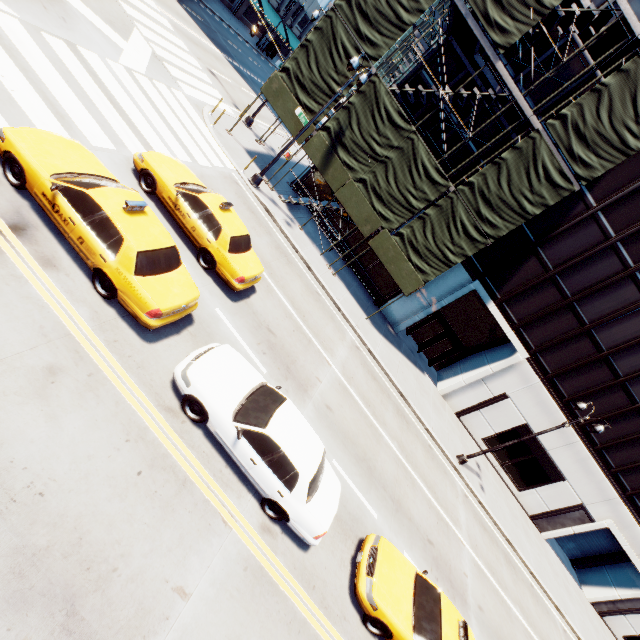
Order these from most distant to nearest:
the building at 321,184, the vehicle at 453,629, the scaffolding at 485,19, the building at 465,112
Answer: the building at 321,184 < the building at 465,112 < the scaffolding at 485,19 < the vehicle at 453,629

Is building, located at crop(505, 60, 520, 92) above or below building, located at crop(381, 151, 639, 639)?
above

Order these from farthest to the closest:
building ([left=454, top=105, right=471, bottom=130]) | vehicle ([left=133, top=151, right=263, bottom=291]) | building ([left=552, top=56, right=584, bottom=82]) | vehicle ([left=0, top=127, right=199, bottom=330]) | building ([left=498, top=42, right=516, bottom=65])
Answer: building ([left=454, top=105, right=471, bottom=130])
building ([left=498, top=42, right=516, bottom=65])
building ([left=552, top=56, right=584, bottom=82])
vehicle ([left=133, top=151, right=263, bottom=291])
vehicle ([left=0, top=127, right=199, bottom=330])

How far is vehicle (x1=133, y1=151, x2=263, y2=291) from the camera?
9.8m

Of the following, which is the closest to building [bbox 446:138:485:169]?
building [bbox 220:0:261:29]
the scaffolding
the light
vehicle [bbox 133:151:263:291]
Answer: the scaffolding

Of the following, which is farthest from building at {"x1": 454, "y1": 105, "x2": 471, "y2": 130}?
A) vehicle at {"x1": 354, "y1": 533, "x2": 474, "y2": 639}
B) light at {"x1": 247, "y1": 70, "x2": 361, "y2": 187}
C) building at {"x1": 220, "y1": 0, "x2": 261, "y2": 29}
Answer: building at {"x1": 220, "y1": 0, "x2": 261, "y2": 29}

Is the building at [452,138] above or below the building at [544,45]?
below

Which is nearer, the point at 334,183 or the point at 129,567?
the point at 129,567
